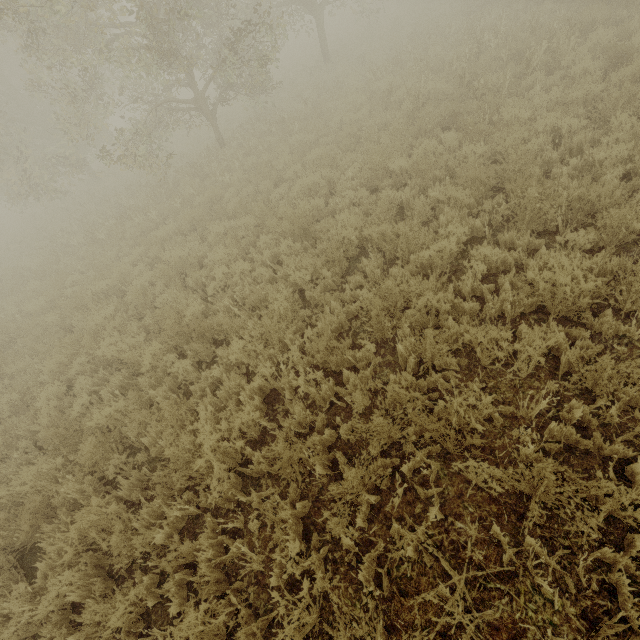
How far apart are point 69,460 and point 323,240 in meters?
5.9
